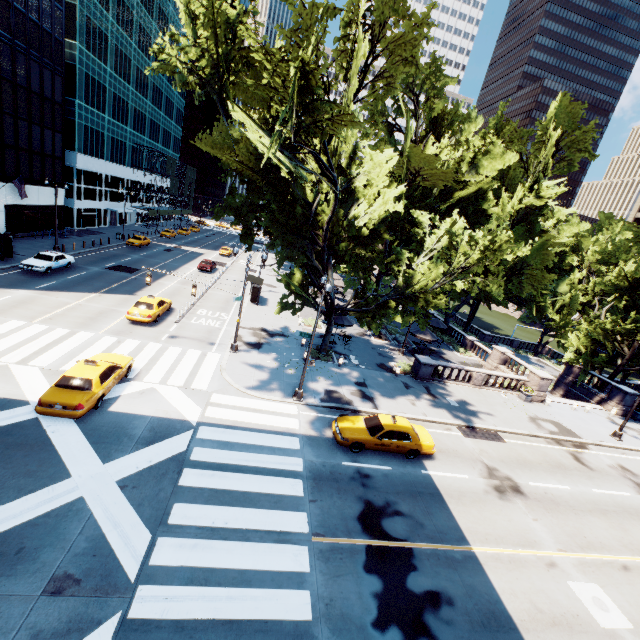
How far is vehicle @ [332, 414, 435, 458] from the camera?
15.5m

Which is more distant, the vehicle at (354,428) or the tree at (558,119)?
the vehicle at (354,428)

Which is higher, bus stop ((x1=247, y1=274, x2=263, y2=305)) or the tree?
the tree

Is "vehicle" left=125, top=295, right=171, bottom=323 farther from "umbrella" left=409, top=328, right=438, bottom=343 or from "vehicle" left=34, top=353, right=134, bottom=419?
"umbrella" left=409, top=328, right=438, bottom=343

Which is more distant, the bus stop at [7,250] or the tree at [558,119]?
the bus stop at [7,250]

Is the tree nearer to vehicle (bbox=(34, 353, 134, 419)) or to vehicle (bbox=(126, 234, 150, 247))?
vehicle (bbox=(34, 353, 134, 419))

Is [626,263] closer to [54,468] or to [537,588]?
[537,588]

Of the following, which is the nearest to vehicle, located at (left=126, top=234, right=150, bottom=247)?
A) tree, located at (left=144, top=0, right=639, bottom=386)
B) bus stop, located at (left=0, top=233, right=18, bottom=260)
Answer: bus stop, located at (left=0, top=233, right=18, bottom=260)
